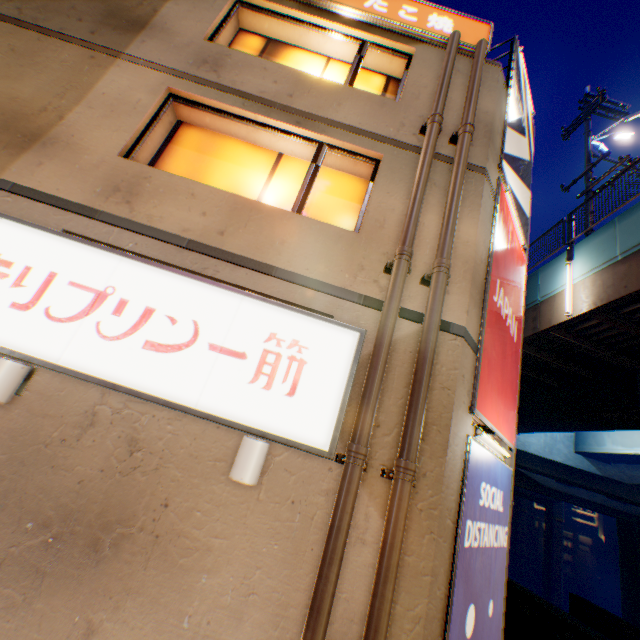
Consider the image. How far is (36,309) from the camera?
3.59m

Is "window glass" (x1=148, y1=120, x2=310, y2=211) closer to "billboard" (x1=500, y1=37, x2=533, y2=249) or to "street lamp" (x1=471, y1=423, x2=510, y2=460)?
"billboard" (x1=500, y1=37, x2=533, y2=249)

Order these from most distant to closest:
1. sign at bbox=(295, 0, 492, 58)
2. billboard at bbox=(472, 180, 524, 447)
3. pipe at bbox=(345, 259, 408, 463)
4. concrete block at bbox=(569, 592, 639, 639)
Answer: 1. concrete block at bbox=(569, 592, 639, 639)
2. sign at bbox=(295, 0, 492, 58)
3. billboard at bbox=(472, 180, 524, 447)
4. pipe at bbox=(345, 259, 408, 463)

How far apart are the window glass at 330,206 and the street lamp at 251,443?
3.32m

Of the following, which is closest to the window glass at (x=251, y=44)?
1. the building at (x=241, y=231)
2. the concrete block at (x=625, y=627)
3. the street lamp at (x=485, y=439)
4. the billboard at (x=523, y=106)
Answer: the building at (x=241, y=231)

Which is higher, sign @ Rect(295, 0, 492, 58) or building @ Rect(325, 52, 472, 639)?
sign @ Rect(295, 0, 492, 58)

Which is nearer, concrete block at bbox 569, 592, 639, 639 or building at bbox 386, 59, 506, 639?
building at bbox 386, 59, 506, 639

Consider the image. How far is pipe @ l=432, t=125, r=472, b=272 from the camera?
4.27m
